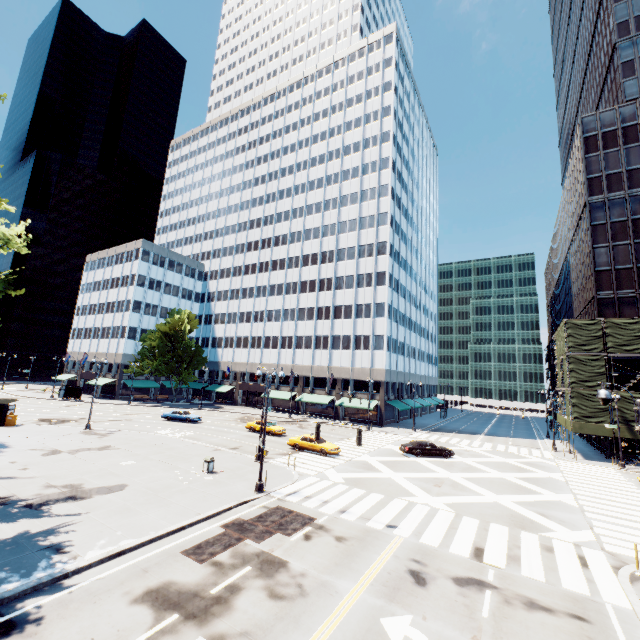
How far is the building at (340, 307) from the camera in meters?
52.9 m

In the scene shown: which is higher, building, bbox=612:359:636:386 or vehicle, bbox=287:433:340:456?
building, bbox=612:359:636:386

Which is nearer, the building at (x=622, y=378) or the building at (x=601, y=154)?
the building at (x=622, y=378)

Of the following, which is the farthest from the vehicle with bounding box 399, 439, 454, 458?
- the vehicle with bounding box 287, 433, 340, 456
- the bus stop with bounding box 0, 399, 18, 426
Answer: the bus stop with bounding box 0, 399, 18, 426

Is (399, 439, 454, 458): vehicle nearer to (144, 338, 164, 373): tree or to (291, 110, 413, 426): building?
(291, 110, 413, 426): building

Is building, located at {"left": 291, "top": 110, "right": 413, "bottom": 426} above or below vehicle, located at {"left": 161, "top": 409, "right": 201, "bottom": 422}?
above

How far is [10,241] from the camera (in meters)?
16.00

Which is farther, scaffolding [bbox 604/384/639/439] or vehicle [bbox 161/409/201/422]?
vehicle [bbox 161/409/201/422]
